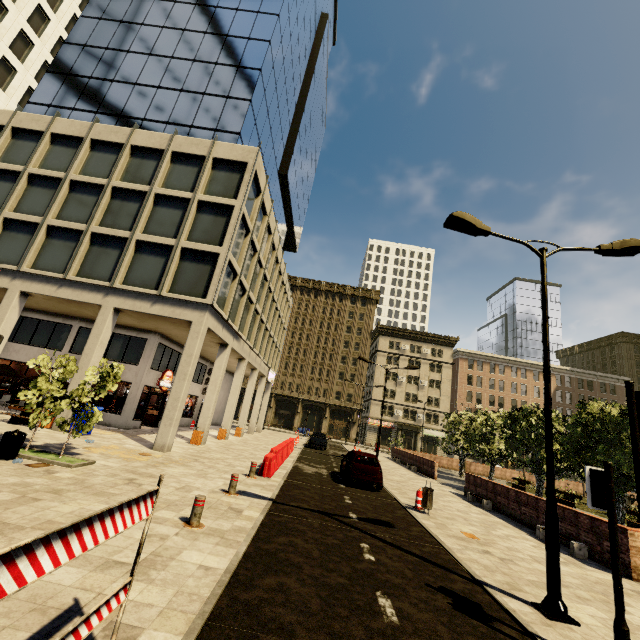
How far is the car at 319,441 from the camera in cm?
2995

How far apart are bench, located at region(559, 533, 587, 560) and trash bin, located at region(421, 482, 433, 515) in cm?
364

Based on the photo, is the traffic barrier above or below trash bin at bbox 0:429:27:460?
above

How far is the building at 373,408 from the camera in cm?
5562

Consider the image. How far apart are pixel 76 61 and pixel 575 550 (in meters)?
38.56

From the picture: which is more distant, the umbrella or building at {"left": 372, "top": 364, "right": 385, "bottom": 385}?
building at {"left": 372, "top": 364, "right": 385, "bottom": 385}

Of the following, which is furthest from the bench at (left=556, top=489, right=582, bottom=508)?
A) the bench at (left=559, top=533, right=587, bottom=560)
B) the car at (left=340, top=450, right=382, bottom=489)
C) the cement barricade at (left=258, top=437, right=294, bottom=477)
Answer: the cement barricade at (left=258, top=437, right=294, bottom=477)

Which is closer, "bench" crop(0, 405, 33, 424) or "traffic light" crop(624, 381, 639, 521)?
"traffic light" crop(624, 381, 639, 521)
